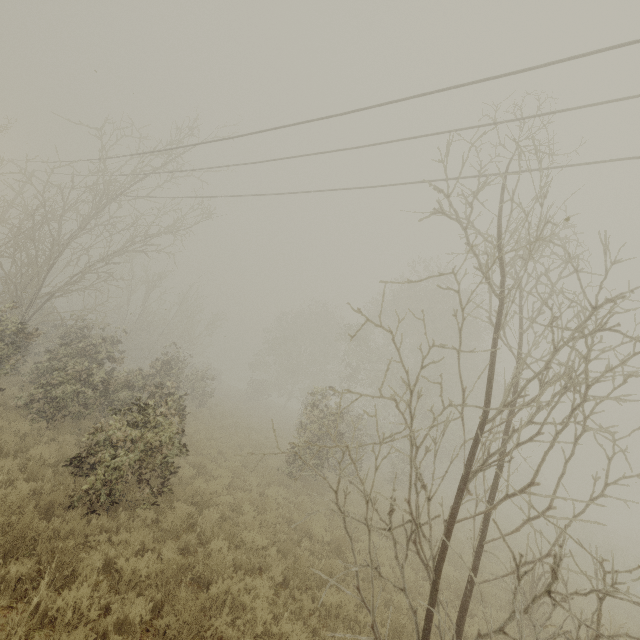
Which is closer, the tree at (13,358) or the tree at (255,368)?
the tree at (255,368)

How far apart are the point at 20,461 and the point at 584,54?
14.6m

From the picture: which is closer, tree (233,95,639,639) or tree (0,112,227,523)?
tree (233,95,639,639)
